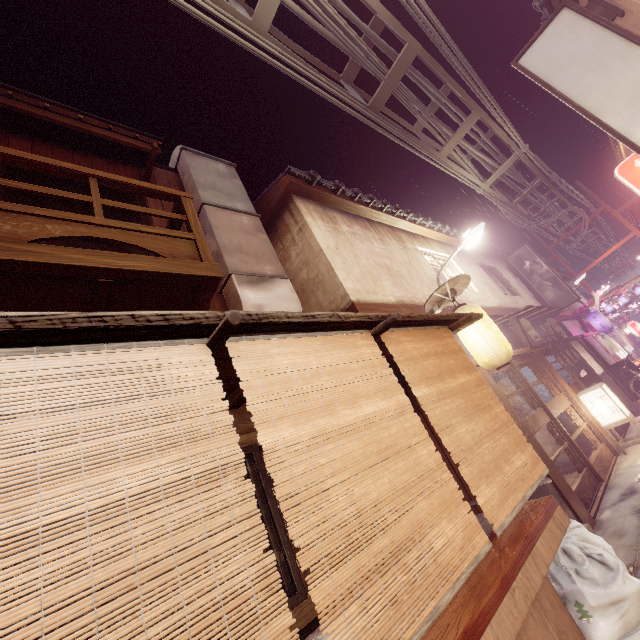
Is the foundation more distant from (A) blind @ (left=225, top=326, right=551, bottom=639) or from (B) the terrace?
(B) the terrace

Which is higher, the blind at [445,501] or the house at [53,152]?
the house at [53,152]

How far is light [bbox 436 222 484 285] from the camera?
12.9 meters

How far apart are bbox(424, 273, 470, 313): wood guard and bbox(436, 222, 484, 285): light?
3.2m

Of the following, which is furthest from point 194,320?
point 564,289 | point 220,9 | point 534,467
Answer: point 564,289

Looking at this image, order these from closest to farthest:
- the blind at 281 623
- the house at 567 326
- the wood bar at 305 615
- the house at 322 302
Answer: the blind at 281 623 < the wood bar at 305 615 < the house at 322 302 < the house at 567 326

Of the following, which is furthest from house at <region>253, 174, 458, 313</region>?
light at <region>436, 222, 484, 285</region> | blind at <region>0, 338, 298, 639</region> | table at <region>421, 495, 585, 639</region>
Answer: blind at <region>0, 338, 298, 639</region>

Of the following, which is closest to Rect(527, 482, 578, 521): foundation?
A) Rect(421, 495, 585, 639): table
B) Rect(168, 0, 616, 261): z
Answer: Rect(421, 495, 585, 639): table
